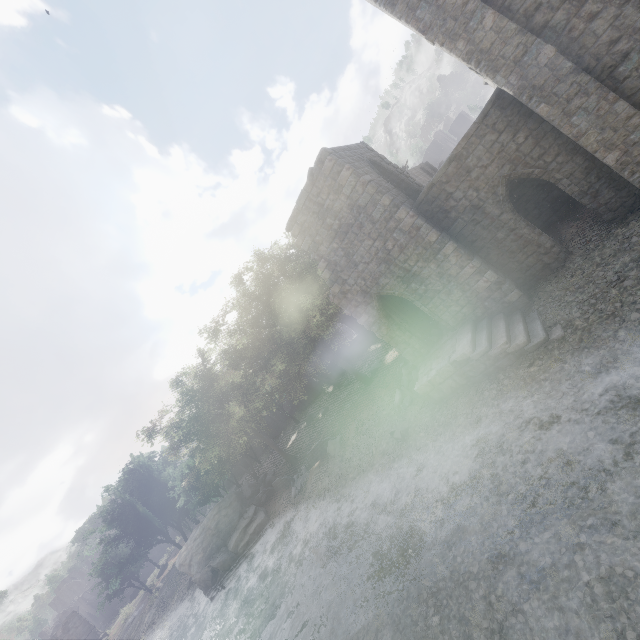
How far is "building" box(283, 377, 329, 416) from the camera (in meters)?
40.12

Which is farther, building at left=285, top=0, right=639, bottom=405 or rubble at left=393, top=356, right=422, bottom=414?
rubble at left=393, top=356, right=422, bottom=414

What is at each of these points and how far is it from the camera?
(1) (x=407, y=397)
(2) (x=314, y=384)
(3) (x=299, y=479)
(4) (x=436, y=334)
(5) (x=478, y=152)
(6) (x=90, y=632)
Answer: (1) rubble, 16.8 meters
(2) building, 40.4 meters
(3) rubble, 23.2 meters
(4) rubble, 16.5 meters
(5) building, 12.4 meters
(6) stone arch, 44.7 meters

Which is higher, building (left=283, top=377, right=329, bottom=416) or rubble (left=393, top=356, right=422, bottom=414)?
building (left=283, top=377, right=329, bottom=416)

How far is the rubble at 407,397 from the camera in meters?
16.7

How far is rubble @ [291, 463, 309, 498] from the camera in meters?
22.3 m

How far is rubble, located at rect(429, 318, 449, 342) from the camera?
16.1 meters

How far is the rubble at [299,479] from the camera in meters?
22.3
